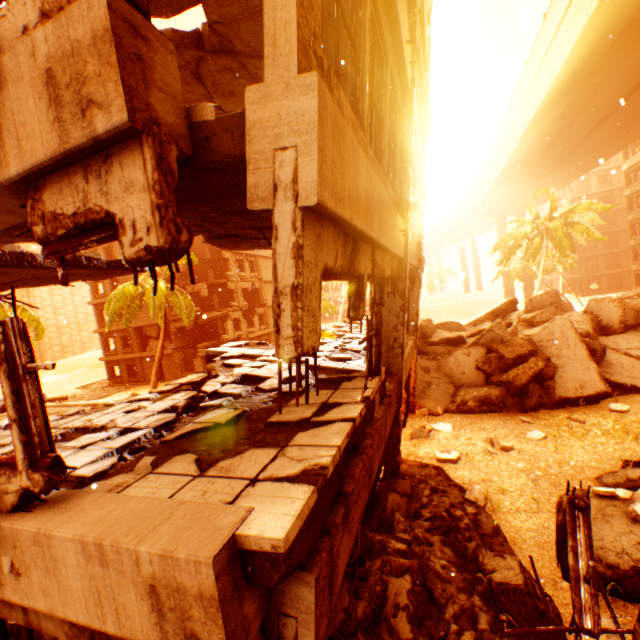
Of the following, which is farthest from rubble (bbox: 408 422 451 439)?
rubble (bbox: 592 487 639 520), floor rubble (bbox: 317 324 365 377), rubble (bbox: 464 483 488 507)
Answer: rubble (bbox: 592 487 639 520)

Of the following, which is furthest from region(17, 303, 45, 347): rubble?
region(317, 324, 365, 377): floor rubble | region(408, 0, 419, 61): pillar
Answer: region(317, 324, 365, 377): floor rubble

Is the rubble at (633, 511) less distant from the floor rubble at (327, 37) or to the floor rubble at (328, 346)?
the floor rubble at (328, 346)

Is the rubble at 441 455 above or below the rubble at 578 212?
below

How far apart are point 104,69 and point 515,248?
34.9m

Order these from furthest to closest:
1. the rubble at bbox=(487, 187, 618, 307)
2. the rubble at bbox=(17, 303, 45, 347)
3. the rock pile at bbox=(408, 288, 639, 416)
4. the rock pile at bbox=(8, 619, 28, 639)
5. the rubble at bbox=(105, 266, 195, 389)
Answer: the rubble at bbox=(487, 187, 618, 307) → the rubble at bbox=(105, 266, 195, 389) → the rubble at bbox=(17, 303, 45, 347) → the rock pile at bbox=(408, 288, 639, 416) → the rock pile at bbox=(8, 619, 28, 639)

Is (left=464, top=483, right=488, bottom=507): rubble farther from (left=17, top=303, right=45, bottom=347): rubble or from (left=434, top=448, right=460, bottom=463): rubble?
(left=17, top=303, right=45, bottom=347): rubble

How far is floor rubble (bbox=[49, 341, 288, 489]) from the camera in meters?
3.6
